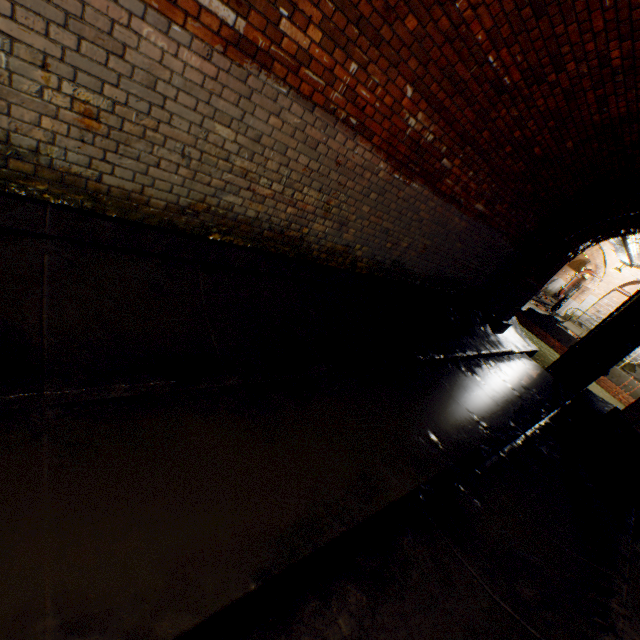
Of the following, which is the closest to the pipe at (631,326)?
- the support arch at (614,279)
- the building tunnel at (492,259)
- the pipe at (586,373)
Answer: the pipe at (586,373)

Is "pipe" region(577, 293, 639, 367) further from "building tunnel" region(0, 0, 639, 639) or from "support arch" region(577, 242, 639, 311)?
"support arch" region(577, 242, 639, 311)

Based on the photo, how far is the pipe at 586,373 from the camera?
10.72m

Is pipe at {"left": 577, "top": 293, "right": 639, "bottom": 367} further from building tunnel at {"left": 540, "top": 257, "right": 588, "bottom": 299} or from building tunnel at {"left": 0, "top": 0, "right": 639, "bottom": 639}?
building tunnel at {"left": 540, "top": 257, "right": 588, "bottom": 299}

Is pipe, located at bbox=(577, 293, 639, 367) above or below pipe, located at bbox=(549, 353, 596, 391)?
above

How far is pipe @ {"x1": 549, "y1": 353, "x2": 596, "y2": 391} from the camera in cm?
1072

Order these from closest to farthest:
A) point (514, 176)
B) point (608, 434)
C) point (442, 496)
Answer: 1. point (442, 496)
2. point (514, 176)
3. point (608, 434)

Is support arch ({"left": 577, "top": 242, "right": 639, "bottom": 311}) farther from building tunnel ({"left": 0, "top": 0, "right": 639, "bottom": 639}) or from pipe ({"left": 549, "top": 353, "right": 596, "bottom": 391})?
building tunnel ({"left": 0, "top": 0, "right": 639, "bottom": 639})
